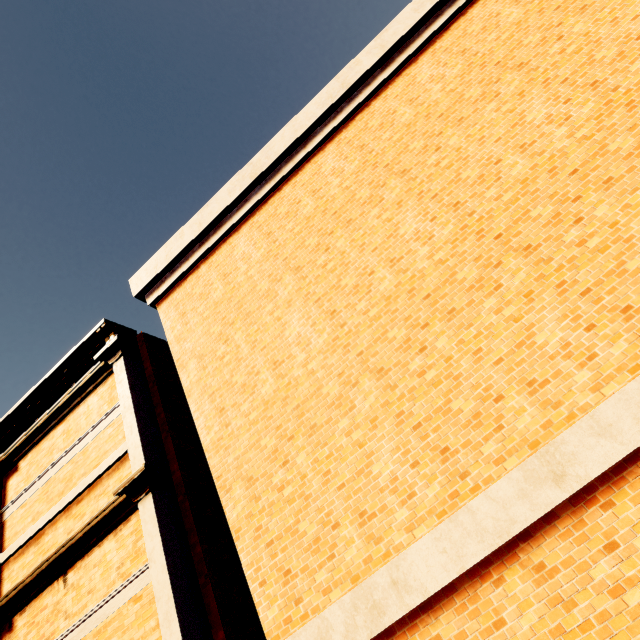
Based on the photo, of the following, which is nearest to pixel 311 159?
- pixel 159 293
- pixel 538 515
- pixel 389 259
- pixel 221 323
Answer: pixel 389 259
